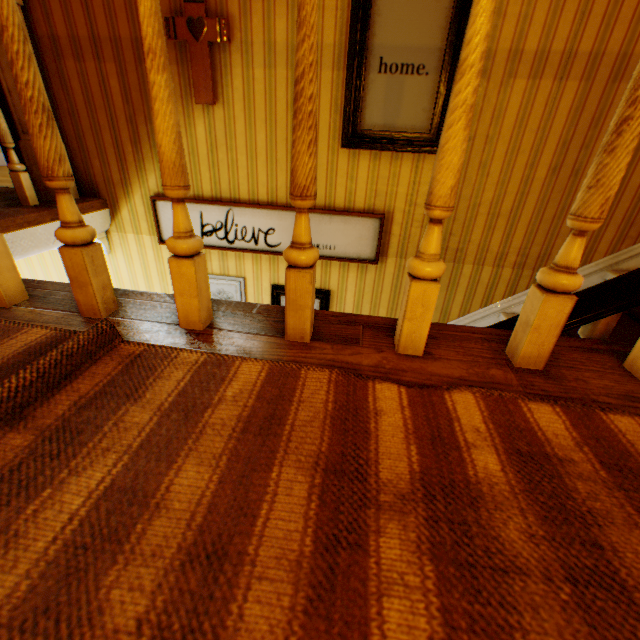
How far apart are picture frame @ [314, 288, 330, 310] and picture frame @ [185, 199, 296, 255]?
0.31m

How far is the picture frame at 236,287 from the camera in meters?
3.1 m

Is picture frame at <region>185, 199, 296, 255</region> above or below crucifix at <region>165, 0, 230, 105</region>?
below

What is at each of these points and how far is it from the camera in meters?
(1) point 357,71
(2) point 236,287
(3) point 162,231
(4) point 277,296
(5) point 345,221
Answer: (1) picture frame, 2.2 m
(2) picture frame, 3.1 m
(3) picture frame, 2.9 m
(4) picture frame, 3.1 m
(5) picture frame, 2.7 m

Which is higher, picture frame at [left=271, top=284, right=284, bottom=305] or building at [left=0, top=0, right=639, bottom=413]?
building at [left=0, top=0, right=639, bottom=413]

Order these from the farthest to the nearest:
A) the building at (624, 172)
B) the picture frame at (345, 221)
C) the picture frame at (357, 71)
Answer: the picture frame at (345, 221)
the picture frame at (357, 71)
the building at (624, 172)

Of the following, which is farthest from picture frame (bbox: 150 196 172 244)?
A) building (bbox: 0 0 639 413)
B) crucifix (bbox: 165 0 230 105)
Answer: crucifix (bbox: 165 0 230 105)
